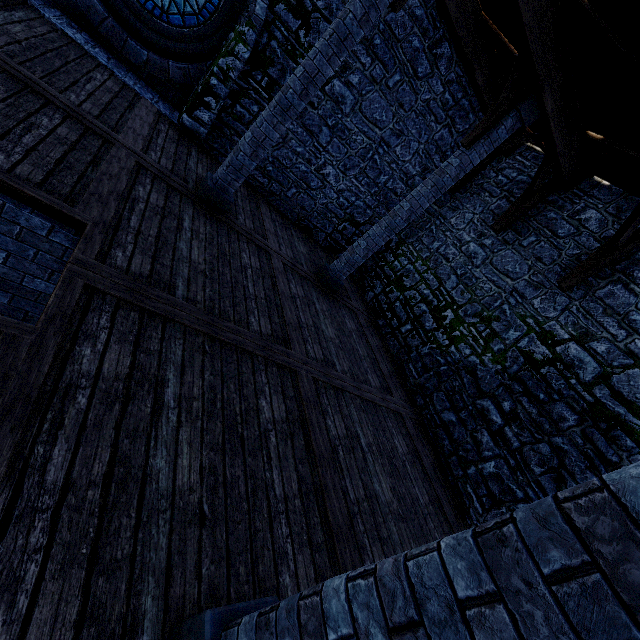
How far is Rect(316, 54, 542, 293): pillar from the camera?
5.9 meters

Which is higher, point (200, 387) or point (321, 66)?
point (321, 66)

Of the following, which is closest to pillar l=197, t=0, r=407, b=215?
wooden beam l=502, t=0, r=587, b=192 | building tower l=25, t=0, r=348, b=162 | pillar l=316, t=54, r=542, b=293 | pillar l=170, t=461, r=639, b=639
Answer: wooden beam l=502, t=0, r=587, b=192

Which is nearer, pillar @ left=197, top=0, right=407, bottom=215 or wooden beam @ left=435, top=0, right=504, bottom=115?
pillar @ left=197, top=0, right=407, bottom=215

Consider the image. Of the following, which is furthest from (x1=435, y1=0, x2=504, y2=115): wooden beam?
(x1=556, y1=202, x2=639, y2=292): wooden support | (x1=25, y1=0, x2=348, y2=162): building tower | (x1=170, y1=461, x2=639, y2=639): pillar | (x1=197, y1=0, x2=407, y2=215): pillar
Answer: (x1=170, y1=461, x2=639, y2=639): pillar

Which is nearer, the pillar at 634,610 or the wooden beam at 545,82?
the pillar at 634,610

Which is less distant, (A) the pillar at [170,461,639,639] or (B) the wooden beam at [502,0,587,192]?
(A) the pillar at [170,461,639,639]

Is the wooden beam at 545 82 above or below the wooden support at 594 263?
above
